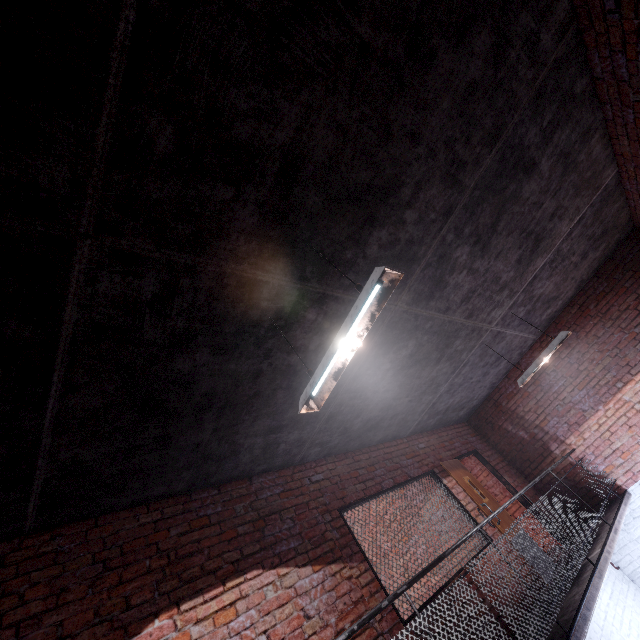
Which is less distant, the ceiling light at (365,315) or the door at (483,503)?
the ceiling light at (365,315)

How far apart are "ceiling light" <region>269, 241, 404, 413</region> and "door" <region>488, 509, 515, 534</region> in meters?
5.0 m

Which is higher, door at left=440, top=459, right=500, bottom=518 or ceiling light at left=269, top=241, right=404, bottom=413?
ceiling light at left=269, top=241, right=404, bottom=413

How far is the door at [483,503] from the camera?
5.7m

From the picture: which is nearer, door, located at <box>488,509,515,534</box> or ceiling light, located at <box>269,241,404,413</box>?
ceiling light, located at <box>269,241,404,413</box>

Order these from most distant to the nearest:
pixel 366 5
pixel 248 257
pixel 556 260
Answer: pixel 556 260
pixel 248 257
pixel 366 5

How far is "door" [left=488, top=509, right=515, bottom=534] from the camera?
5.46m
